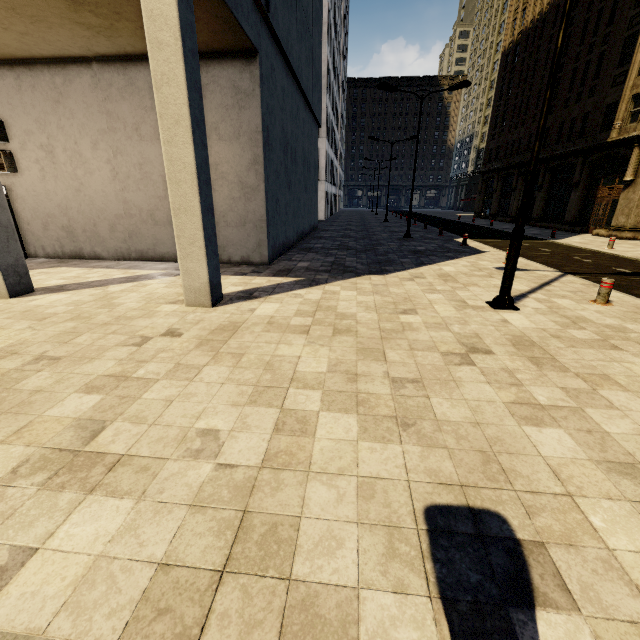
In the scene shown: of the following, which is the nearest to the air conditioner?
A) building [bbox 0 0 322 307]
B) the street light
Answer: building [bbox 0 0 322 307]

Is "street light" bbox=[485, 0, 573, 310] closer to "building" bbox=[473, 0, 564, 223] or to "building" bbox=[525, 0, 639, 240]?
"building" bbox=[525, 0, 639, 240]

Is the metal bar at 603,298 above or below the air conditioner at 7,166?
below

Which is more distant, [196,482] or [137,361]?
[137,361]

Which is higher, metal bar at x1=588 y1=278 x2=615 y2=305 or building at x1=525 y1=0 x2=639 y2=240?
building at x1=525 y1=0 x2=639 y2=240

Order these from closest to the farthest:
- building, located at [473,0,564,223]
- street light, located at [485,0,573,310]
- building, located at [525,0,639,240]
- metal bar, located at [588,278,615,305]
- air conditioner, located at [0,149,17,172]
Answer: street light, located at [485,0,573,310] → metal bar, located at [588,278,615,305] → air conditioner, located at [0,149,17,172] → building, located at [525,0,639,240] → building, located at [473,0,564,223]

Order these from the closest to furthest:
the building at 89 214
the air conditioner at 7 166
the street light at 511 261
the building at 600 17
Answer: the street light at 511 261 → the building at 89 214 → the air conditioner at 7 166 → the building at 600 17

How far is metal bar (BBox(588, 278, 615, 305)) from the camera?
7.1 meters
